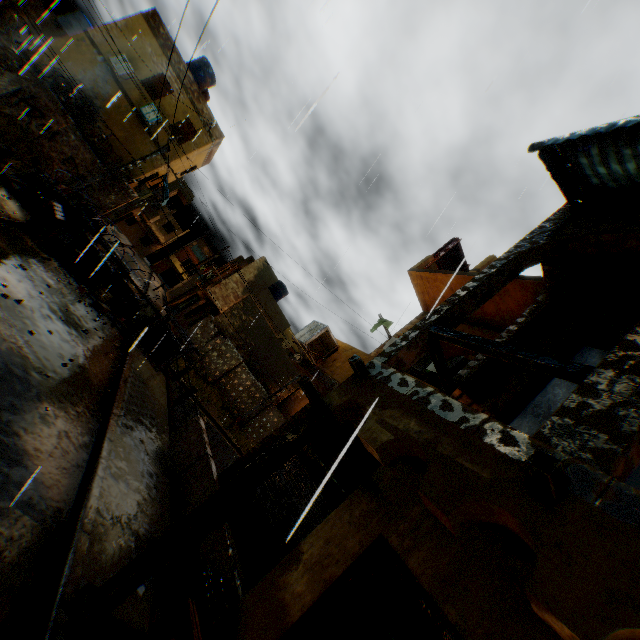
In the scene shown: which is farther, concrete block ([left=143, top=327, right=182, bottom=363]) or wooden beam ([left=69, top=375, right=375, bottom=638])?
concrete block ([left=143, top=327, right=182, bottom=363])

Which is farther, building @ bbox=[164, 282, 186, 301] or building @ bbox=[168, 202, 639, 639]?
building @ bbox=[164, 282, 186, 301]

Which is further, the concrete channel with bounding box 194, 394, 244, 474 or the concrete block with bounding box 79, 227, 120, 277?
the concrete channel with bounding box 194, 394, 244, 474

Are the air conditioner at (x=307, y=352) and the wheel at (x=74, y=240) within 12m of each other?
yes

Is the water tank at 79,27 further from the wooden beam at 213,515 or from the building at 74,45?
the wooden beam at 213,515

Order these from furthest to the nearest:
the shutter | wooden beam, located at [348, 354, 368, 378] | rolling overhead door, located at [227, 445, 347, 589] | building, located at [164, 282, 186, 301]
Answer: building, located at [164, 282, 186, 301] → the shutter → rolling overhead door, located at [227, 445, 347, 589] → wooden beam, located at [348, 354, 368, 378]

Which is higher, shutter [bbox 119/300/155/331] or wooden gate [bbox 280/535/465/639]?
wooden gate [bbox 280/535/465/639]

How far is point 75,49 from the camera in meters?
16.9
